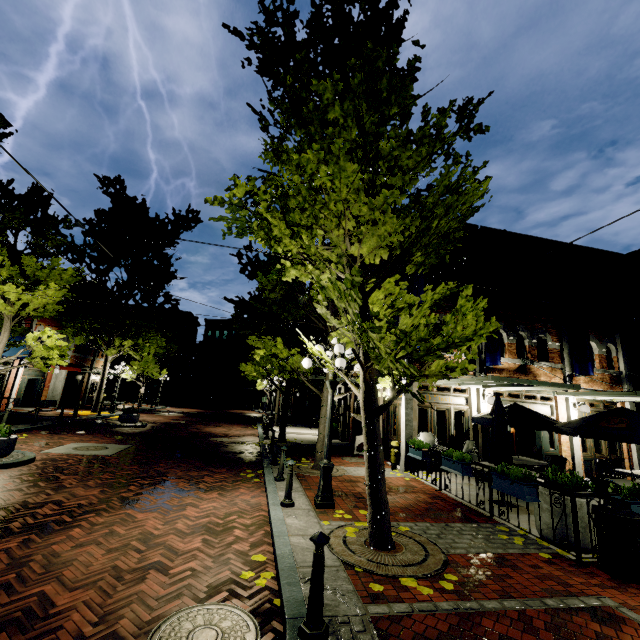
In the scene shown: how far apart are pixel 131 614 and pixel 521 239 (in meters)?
16.69

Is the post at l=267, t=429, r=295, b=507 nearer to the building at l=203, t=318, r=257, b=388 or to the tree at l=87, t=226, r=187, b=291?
the tree at l=87, t=226, r=187, b=291

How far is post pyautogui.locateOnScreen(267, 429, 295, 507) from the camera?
6.6m

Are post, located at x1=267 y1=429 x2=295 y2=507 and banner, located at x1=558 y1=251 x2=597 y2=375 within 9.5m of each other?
no

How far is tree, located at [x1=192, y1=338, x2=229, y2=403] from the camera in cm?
4934

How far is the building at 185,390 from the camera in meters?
52.0 m

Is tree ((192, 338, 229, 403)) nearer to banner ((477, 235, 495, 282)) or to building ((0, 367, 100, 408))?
building ((0, 367, 100, 408))
